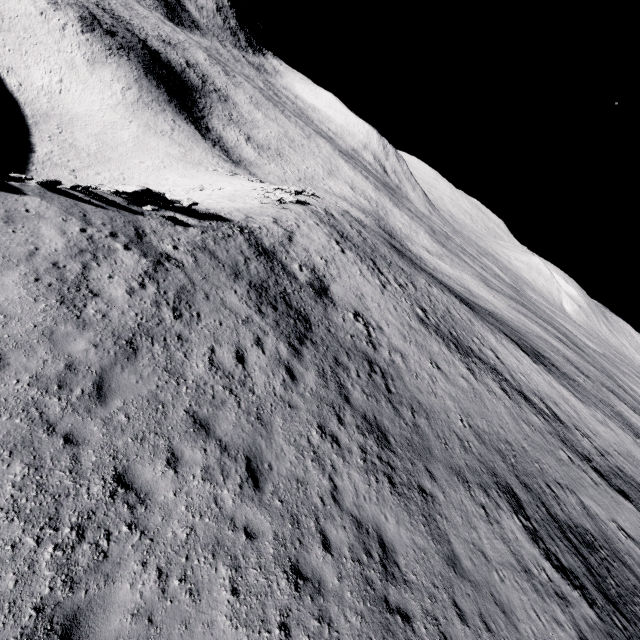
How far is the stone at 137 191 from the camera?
14.98m

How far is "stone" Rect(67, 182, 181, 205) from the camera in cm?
1498

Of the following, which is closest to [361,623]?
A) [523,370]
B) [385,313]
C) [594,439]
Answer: [385,313]
